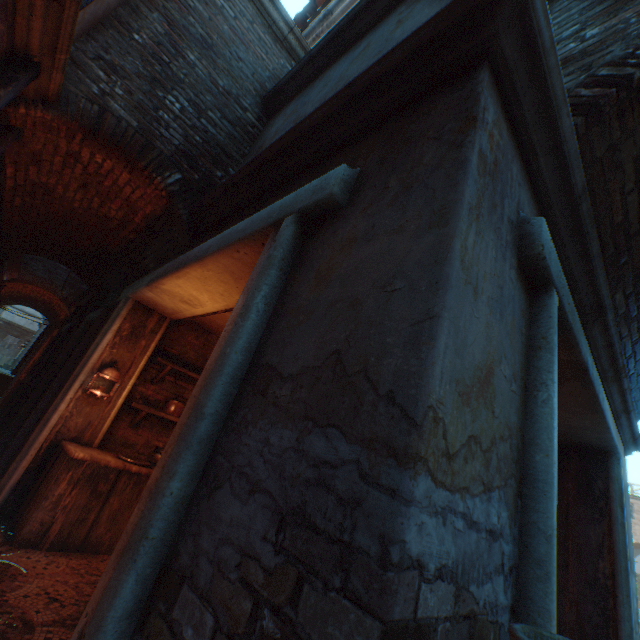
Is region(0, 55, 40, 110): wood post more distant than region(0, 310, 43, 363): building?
No

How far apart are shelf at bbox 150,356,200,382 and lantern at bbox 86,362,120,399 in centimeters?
57cm

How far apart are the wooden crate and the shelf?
1.10m

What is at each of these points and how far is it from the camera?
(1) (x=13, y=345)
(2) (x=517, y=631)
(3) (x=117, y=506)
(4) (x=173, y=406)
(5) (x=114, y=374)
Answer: (1) building, 30.7 meters
(2) bucket, 0.8 meters
(3) wooden crate, 3.6 meters
(4) ceramic bowl, 4.9 meters
(5) lantern, 4.2 meters

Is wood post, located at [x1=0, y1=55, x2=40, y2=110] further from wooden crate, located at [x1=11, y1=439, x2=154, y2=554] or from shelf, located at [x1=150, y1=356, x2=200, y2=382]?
shelf, located at [x1=150, y1=356, x2=200, y2=382]

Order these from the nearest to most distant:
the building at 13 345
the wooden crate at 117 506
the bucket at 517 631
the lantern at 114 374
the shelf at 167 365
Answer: the bucket at 517 631, the wooden crate at 117 506, the lantern at 114 374, the shelf at 167 365, the building at 13 345

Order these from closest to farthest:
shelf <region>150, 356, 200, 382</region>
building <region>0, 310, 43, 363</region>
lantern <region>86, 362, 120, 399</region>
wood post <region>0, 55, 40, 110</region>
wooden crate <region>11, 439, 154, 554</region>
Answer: wood post <region>0, 55, 40, 110</region>, wooden crate <region>11, 439, 154, 554</region>, lantern <region>86, 362, 120, 399</region>, shelf <region>150, 356, 200, 382</region>, building <region>0, 310, 43, 363</region>

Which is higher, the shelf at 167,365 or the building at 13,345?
the building at 13,345
